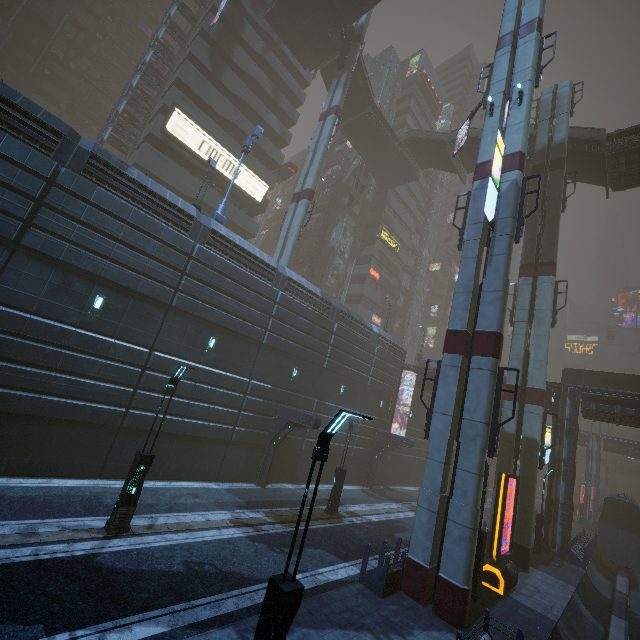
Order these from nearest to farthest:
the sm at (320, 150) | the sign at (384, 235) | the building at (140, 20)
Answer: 1. the sm at (320, 150)
2. the sign at (384, 235)
3. the building at (140, 20)

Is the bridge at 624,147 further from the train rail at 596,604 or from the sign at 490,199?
the train rail at 596,604

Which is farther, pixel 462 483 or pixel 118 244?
pixel 118 244

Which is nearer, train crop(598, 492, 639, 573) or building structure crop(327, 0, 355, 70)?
train crop(598, 492, 639, 573)

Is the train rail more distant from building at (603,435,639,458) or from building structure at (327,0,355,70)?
building structure at (327,0,355,70)

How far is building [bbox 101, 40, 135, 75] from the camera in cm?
4688

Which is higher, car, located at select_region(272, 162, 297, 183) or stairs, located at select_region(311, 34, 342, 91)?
stairs, located at select_region(311, 34, 342, 91)

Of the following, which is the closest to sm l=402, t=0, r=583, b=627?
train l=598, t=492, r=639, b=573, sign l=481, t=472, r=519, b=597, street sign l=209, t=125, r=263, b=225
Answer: sign l=481, t=472, r=519, b=597
